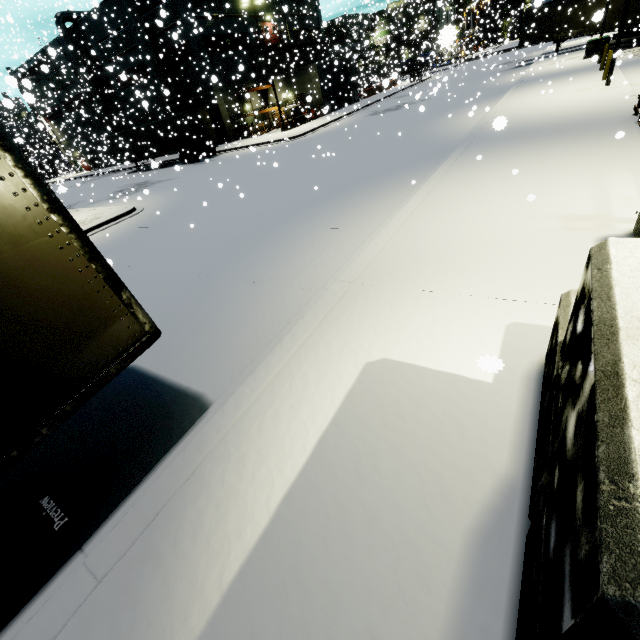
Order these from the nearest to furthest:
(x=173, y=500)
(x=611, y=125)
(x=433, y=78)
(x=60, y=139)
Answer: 1. (x=173, y=500)
2. (x=611, y=125)
3. (x=60, y=139)
4. (x=433, y=78)

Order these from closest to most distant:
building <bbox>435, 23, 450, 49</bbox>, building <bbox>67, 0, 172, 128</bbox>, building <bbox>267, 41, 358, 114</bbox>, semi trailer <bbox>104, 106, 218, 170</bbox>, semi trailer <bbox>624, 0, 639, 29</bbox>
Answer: building <bbox>435, 23, 450, 49</bbox> < semi trailer <bbox>624, 0, 639, 29</bbox> < semi trailer <bbox>104, 106, 218, 170</bbox> < building <bbox>67, 0, 172, 128</bbox> < building <bbox>267, 41, 358, 114</bbox>

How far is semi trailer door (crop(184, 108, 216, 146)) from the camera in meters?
27.8 m

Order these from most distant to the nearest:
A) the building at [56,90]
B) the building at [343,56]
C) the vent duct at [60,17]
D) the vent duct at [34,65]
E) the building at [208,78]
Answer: the vent duct at [60,17] < the building at [343,56] < the building at [56,90] < the building at [208,78] < the vent duct at [34,65]

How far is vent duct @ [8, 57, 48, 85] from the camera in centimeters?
570cm

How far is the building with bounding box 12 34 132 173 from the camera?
32.10m

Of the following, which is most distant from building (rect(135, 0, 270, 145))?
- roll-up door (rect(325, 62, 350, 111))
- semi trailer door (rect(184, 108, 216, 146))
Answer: semi trailer door (rect(184, 108, 216, 146))

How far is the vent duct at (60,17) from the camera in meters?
36.6 m
